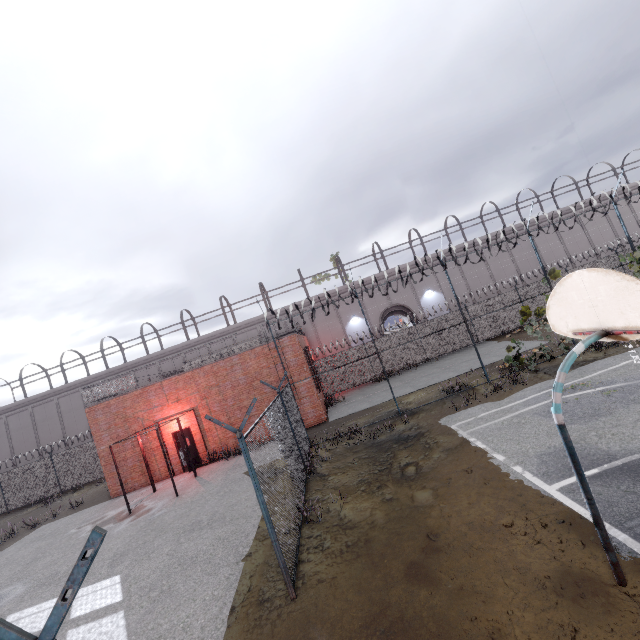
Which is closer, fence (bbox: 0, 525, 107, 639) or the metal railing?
fence (bbox: 0, 525, 107, 639)

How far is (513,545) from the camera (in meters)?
5.05

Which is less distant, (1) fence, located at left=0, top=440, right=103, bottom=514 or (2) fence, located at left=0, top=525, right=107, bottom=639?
(2) fence, located at left=0, top=525, right=107, bottom=639

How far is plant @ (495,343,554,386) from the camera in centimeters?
1233cm

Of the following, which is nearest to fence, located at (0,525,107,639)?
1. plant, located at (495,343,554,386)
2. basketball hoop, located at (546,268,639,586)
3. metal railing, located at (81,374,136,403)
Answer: plant, located at (495,343,554,386)

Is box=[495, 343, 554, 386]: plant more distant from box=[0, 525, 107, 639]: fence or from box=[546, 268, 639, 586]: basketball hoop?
box=[546, 268, 639, 586]: basketball hoop

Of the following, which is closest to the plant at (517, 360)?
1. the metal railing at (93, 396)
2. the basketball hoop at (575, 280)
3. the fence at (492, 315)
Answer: the fence at (492, 315)
